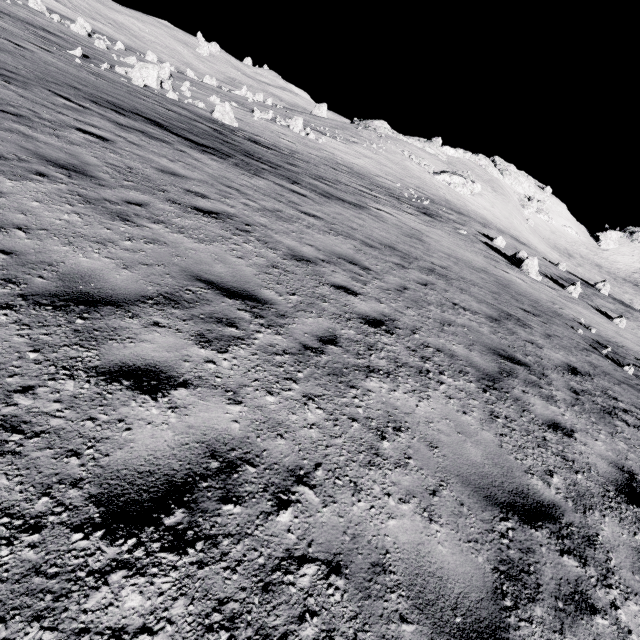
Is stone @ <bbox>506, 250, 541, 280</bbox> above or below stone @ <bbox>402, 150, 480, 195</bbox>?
below

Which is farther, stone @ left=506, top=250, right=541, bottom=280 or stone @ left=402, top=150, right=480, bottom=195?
stone @ left=402, top=150, right=480, bottom=195

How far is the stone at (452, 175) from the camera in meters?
56.2

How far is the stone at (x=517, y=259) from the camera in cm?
2242

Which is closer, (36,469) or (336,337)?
(36,469)

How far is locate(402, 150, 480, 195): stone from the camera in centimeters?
5615cm

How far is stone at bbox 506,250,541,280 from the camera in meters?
22.4 m
